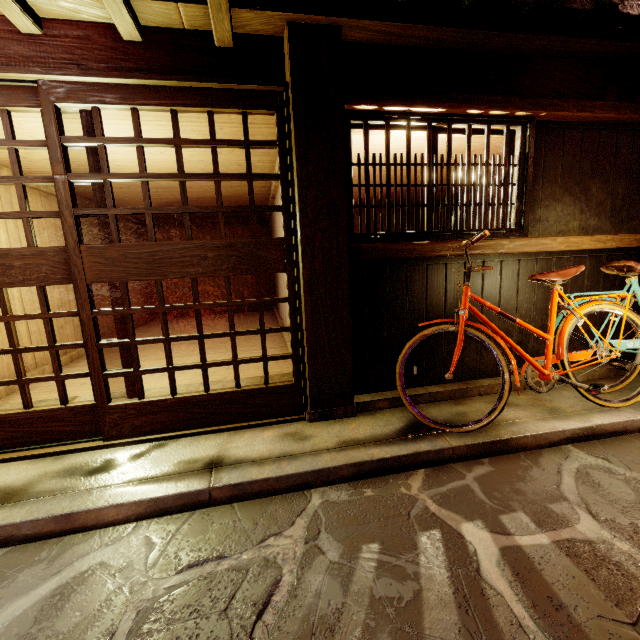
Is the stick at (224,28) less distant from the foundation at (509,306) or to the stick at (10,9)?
the stick at (10,9)

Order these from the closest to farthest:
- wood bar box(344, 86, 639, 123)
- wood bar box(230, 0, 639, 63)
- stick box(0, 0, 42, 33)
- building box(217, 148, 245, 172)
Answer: stick box(0, 0, 42, 33) → wood bar box(230, 0, 639, 63) → wood bar box(344, 86, 639, 123) → building box(217, 148, 245, 172)

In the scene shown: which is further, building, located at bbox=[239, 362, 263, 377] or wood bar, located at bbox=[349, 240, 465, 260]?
building, located at bbox=[239, 362, 263, 377]

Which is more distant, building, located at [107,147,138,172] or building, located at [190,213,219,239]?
building, located at [190,213,219,239]

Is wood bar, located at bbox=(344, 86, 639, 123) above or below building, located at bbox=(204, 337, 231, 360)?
above

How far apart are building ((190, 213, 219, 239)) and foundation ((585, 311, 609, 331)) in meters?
14.0

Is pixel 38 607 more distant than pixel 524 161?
No

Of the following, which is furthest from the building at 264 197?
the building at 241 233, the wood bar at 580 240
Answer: the building at 241 233
